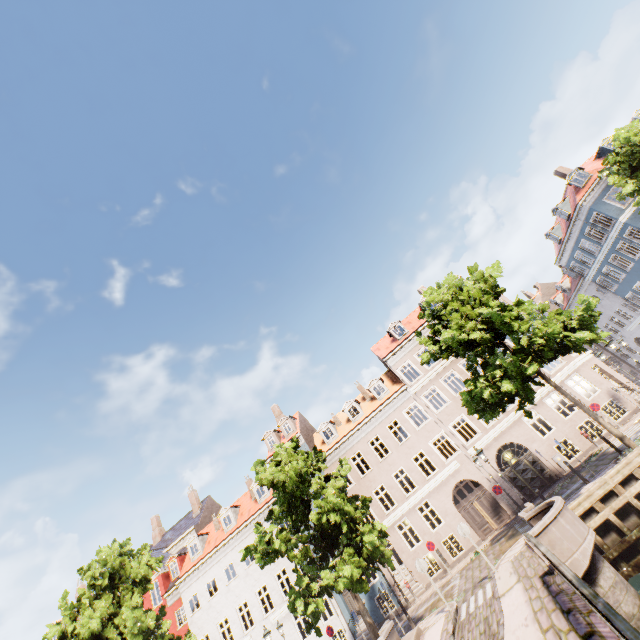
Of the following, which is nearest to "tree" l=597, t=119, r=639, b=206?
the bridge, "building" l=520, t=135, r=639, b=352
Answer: the bridge

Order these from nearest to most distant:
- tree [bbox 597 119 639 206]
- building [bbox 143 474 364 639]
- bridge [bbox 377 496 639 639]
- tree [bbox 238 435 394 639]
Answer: bridge [bbox 377 496 639 639]
tree [bbox 238 435 394 639]
tree [bbox 597 119 639 206]
building [bbox 143 474 364 639]

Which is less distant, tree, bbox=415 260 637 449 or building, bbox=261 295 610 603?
tree, bbox=415 260 637 449

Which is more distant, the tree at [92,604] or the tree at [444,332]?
the tree at [92,604]

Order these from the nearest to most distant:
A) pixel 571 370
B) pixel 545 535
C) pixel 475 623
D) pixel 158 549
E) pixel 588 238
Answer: pixel 545 535
pixel 475 623
pixel 571 370
pixel 588 238
pixel 158 549

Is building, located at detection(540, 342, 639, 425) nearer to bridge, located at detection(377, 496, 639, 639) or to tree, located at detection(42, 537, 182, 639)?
tree, located at detection(42, 537, 182, 639)

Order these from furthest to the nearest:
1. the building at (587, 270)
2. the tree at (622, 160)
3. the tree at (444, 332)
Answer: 1. the building at (587, 270)
2. the tree at (622, 160)
3. the tree at (444, 332)
